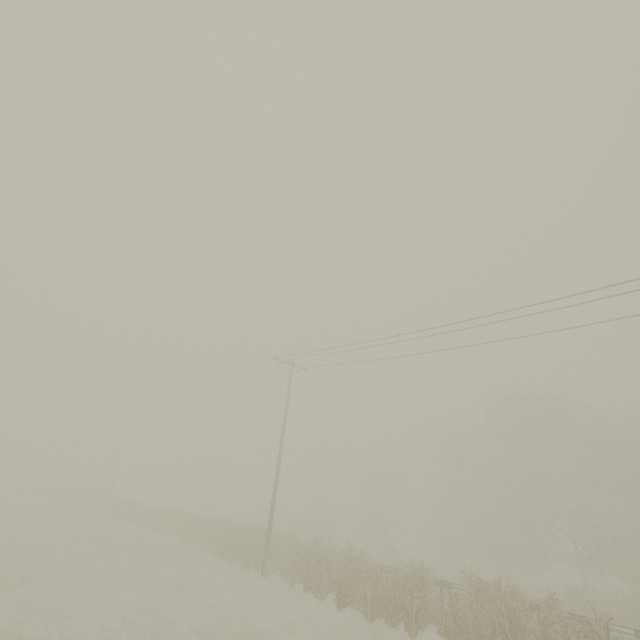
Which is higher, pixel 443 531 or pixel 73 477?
pixel 443 531
